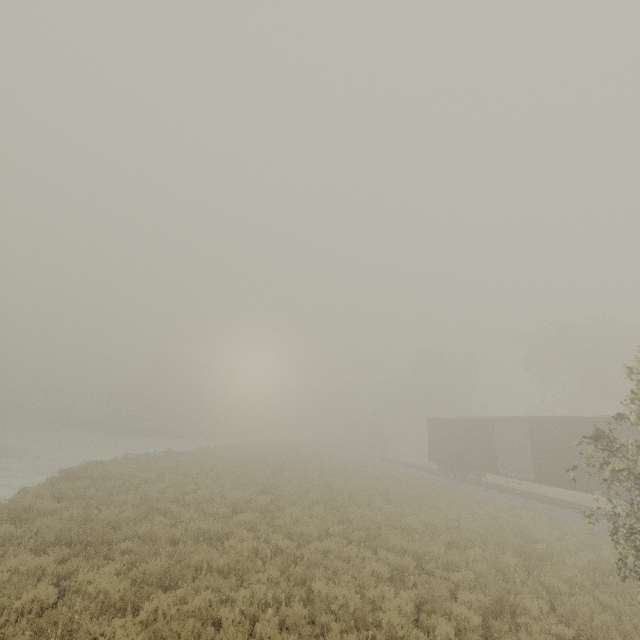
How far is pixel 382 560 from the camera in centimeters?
914cm

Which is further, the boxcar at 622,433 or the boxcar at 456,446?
the boxcar at 456,446

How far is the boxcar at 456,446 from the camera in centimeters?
1666cm

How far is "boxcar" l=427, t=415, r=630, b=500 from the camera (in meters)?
16.66

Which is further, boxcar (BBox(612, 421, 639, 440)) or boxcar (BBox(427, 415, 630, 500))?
boxcar (BBox(427, 415, 630, 500))
